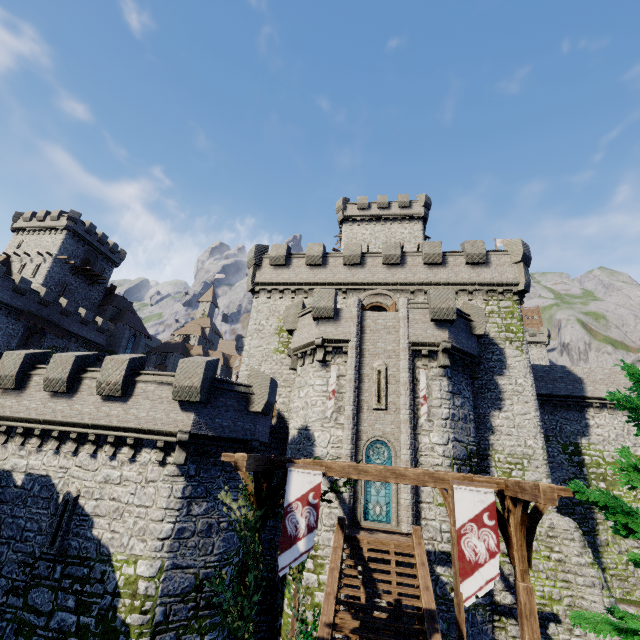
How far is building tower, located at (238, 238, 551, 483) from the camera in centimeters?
1902cm

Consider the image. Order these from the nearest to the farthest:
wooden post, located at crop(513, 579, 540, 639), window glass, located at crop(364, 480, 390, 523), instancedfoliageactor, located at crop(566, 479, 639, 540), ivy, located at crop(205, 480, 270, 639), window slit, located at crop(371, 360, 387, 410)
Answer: instancedfoliageactor, located at crop(566, 479, 639, 540) → wooden post, located at crop(513, 579, 540, 639) → ivy, located at crop(205, 480, 270, 639) → window glass, located at crop(364, 480, 390, 523) → window slit, located at crop(371, 360, 387, 410)

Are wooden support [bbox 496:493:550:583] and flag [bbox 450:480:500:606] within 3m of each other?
yes

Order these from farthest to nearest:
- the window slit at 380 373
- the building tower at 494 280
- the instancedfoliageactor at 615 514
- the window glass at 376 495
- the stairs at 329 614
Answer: the building tower at 494 280
the window slit at 380 373
the window glass at 376 495
the stairs at 329 614
the instancedfoliageactor at 615 514

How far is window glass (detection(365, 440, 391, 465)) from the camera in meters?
16.6 m

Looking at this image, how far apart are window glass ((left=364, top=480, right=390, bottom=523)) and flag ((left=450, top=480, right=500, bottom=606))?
9.89m

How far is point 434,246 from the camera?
24.0 meters

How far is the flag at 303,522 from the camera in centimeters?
691cm
